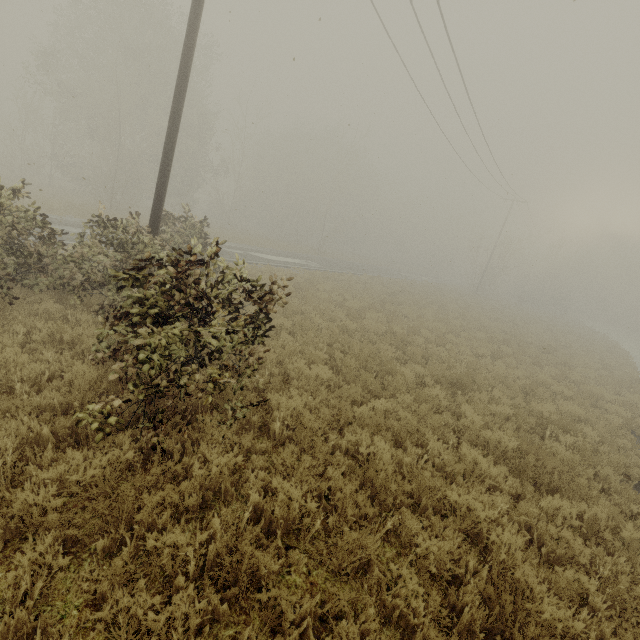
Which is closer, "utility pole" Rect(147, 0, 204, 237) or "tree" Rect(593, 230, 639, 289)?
"utility pole" Rect(147, 0, 204, 237)

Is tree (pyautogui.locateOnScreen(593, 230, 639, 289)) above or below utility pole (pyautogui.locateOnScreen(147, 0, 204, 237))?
above

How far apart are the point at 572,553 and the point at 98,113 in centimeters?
4126cm

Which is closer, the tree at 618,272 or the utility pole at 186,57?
the utility pole at 186,57

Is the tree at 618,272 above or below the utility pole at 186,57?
above
